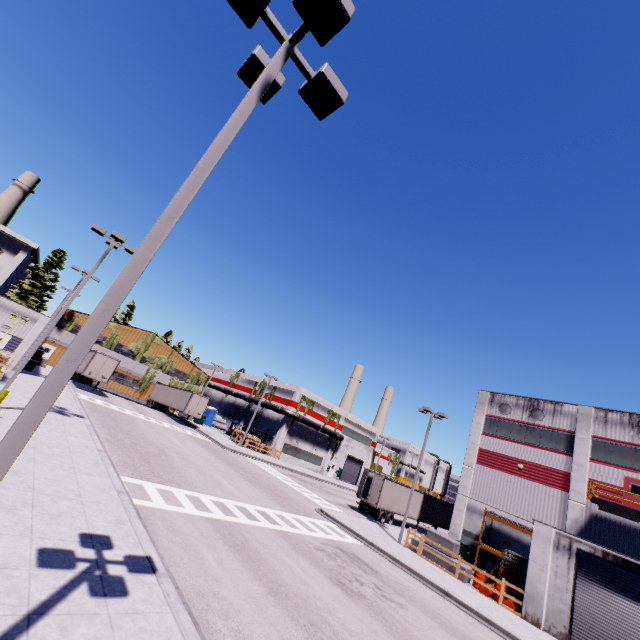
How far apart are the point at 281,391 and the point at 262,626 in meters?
46.1 m

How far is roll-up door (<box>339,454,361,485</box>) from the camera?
57.2m

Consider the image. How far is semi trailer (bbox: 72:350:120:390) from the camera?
34.5m

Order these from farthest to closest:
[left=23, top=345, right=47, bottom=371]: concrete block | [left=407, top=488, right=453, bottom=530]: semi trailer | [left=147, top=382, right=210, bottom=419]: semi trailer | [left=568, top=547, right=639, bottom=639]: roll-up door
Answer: [left=147, top=382, right=210, bottom=419]: semi trailer < [left=407, top=488, right=453, bottom=530]: semi trailer < [left=23, top=345, right=47, bottom=371]: concrete block < [left=568, top=547, right=639, bottom=639]: roll-up door

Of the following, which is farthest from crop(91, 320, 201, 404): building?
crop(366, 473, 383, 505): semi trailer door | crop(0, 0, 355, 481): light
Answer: crop(366, 473, 383, 505): semi trailer door

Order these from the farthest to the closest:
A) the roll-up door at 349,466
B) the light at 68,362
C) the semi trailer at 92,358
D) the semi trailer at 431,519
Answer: the roll-up door at 349,466 → the semi trailer at 92,358 → the semi trailer at 431,519 → the light at 68,362

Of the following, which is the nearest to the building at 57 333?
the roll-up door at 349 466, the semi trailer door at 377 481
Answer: the roll-up door at 349 466

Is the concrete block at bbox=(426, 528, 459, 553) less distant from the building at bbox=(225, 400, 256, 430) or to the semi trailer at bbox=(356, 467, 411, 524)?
the semi trailer at bbox=(356, 467, 411, 524)
